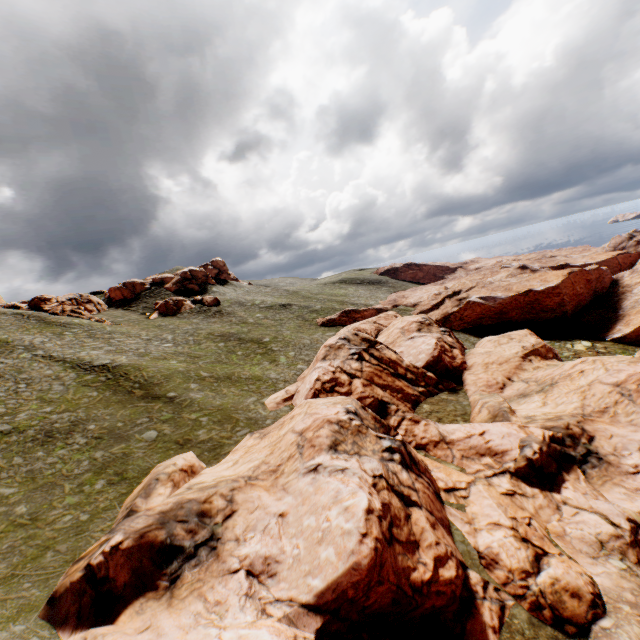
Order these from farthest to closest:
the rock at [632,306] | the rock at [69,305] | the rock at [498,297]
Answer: the rock at [498,297] < the rock at [69,305] < the rock at [632,306]

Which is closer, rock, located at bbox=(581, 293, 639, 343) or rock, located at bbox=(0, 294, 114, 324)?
rock, located at bbox=(581, 293, 639, 343)

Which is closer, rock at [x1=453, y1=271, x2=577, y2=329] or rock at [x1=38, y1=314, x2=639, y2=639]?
rock at [x1=38, y1=314, x2=639, y2=639]

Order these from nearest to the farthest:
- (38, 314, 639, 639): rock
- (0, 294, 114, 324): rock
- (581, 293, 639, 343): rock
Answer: (38, 314, 639, 639): rock → (581, 293, 639, 343): rock → (0, 294, 114, 324): rock

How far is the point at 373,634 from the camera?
12.67m

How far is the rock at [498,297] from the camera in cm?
5797
